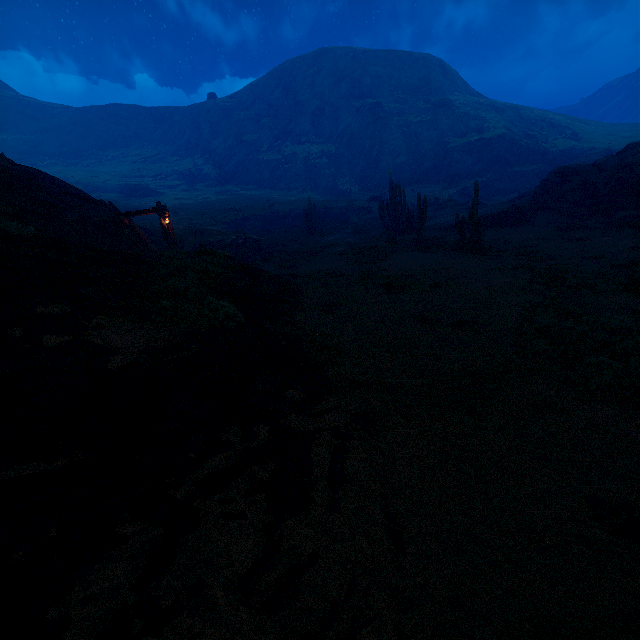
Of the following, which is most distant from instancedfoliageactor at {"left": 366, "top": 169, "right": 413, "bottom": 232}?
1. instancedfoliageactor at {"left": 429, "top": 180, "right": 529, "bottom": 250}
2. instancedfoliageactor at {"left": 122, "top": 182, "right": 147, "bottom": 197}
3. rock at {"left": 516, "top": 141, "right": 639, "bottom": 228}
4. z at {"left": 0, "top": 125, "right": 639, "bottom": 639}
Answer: instancedfoliageactor at {"left": 122, "top": 182, "right": 147, "bottom": 197}

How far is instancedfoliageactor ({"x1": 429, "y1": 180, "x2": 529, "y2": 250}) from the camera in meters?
18.5 m

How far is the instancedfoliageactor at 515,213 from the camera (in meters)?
18.46

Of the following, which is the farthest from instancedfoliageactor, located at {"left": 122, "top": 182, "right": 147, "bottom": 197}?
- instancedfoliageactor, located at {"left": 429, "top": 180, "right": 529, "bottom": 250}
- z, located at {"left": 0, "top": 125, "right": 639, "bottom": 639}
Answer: instancedfoliageactor, located at {"left": 429, "top": 180, "right": 529, "bottom": 250}

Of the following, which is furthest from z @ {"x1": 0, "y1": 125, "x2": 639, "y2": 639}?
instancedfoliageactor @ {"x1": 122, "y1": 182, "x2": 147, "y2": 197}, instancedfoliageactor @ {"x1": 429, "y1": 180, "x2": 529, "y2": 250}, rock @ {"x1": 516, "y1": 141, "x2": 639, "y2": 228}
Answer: rock @ {"x1": 516, "y1": 141, "x2": 639, "y2": 228}

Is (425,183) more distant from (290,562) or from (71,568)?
(71,568)

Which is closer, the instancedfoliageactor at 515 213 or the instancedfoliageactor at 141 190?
the instancedfoliageactor at 515 213

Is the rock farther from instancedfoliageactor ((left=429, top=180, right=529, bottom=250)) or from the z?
the z
